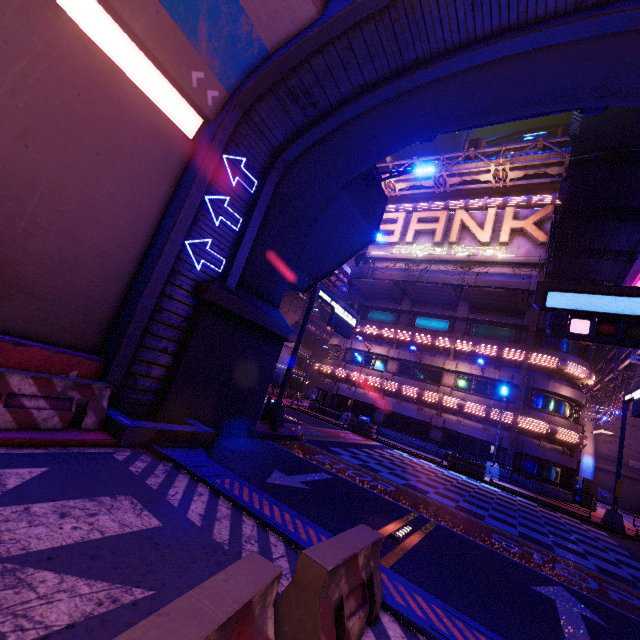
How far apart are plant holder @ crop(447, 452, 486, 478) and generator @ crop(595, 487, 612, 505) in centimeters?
2405cm

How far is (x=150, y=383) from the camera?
8.5 meters

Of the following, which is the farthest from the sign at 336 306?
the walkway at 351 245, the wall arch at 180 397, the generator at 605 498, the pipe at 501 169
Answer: the generator at 605 498

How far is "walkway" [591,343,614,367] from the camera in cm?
3048

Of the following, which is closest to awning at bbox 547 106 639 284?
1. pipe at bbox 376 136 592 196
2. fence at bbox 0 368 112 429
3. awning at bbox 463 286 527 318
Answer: awning at bbox 463 286 527 318

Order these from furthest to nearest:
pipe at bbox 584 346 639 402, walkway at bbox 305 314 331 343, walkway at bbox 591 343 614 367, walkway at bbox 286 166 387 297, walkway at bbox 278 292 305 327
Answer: → walkway at bbox 305 314 331 343 < walkway at bbox 278 292 305 327 < walkway at bbox 591 343 614 367 < pipe at bbox 584 346 639 402 < walkway at bbox 286 166 387 297

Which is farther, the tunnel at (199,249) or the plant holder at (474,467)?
the plant holder at (474,467)

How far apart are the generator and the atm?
15.8m
